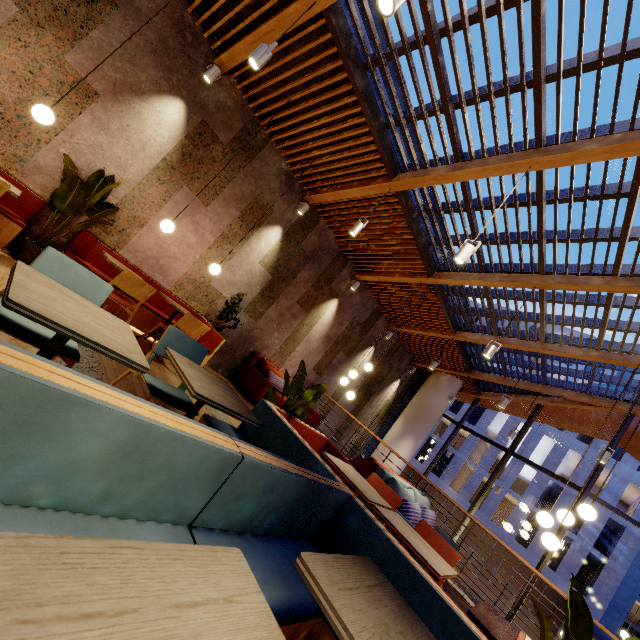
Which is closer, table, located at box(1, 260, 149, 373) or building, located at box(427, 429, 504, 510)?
table, located at box(1, 260, 149, 373)

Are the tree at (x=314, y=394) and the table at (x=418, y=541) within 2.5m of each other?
yes

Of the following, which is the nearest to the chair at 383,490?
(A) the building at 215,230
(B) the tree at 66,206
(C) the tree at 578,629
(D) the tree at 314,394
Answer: (A) the building at 215,230

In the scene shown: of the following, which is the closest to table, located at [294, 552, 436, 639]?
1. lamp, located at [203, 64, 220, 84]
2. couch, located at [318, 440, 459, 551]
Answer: couch, located at [318, 440, 459, 551]

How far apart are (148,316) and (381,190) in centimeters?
463cm

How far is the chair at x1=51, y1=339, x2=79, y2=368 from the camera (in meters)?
1.87

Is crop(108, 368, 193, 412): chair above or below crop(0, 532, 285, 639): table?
below

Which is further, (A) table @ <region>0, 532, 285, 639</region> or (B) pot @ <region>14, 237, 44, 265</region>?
(B) pot @ <region>14, 237, 44, 265</region>
